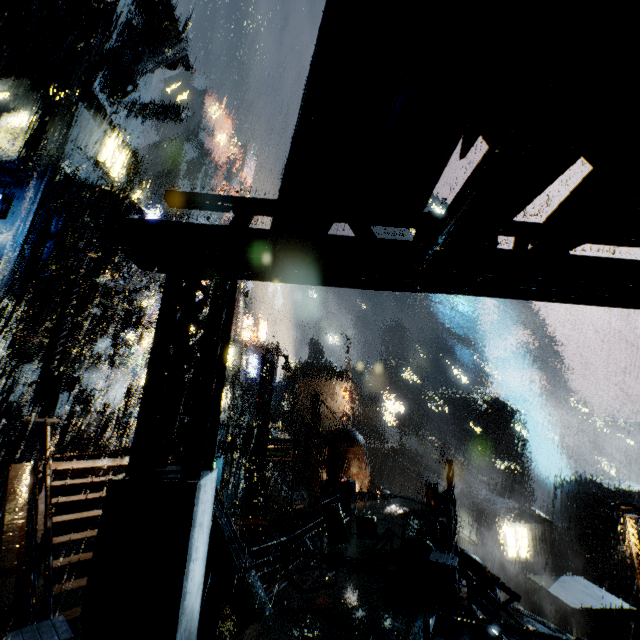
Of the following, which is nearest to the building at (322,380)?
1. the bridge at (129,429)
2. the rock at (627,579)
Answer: the bridge at (129,429)

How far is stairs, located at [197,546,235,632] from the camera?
8.4 meters

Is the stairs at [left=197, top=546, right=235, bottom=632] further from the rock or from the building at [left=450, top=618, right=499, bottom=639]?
the rock

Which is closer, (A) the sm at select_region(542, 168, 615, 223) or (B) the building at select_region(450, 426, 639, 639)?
(A) the sm at select_region(542, 168, 615, 223)

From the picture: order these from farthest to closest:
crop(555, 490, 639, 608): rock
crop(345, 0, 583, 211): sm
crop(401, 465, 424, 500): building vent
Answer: crop(401, 465, 424, 500): building vent → crop(555, 490, 639, 608): rock → crop(345, 0, 583, 211): sm

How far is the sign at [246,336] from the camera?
46.16m

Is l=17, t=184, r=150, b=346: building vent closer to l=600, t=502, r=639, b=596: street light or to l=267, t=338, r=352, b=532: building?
l=267, t=338, r=352, b=532: building

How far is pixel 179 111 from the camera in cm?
2878
